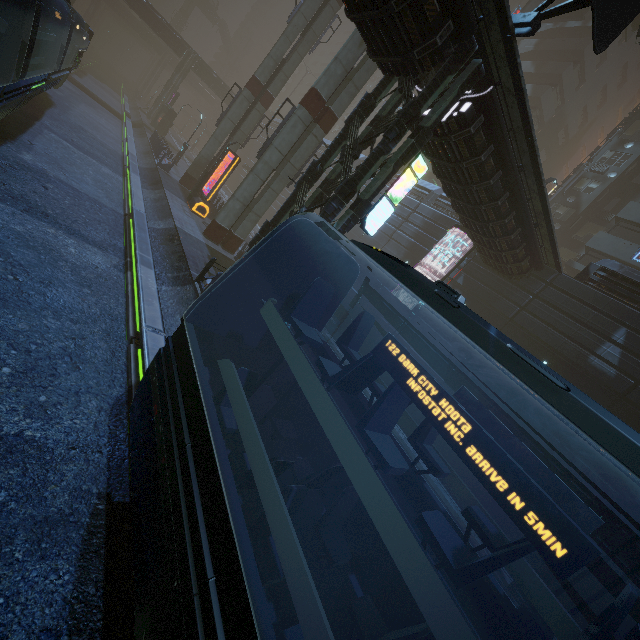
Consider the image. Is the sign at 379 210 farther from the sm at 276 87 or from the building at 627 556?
the sm at 276 87

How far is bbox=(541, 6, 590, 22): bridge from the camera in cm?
3462

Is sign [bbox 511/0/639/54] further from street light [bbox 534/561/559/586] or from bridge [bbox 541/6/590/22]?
bridge [bbox 541/6/590/22]

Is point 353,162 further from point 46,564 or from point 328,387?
point 46,564

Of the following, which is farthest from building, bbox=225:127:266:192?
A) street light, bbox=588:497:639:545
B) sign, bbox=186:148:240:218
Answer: sign, bbox=186:148:240:218

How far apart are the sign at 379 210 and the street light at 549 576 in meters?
12.2

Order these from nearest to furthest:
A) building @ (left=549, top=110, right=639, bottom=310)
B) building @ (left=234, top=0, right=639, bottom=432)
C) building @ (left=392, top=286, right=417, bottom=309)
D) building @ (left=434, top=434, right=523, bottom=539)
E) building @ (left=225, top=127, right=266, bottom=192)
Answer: building @ (left=234, top=0, right=639, bottom=432) → building @ (left=434, top=434, right=523, bottom=539) → building @ (left=549, top=110, right=639, bottom=310) → building @ (left=392, top=286, right=417, bottom=309) → building @ (left=225, top=127, right=266, bottom=192)

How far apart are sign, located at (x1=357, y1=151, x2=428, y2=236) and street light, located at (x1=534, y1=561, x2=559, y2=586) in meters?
12.2 m
